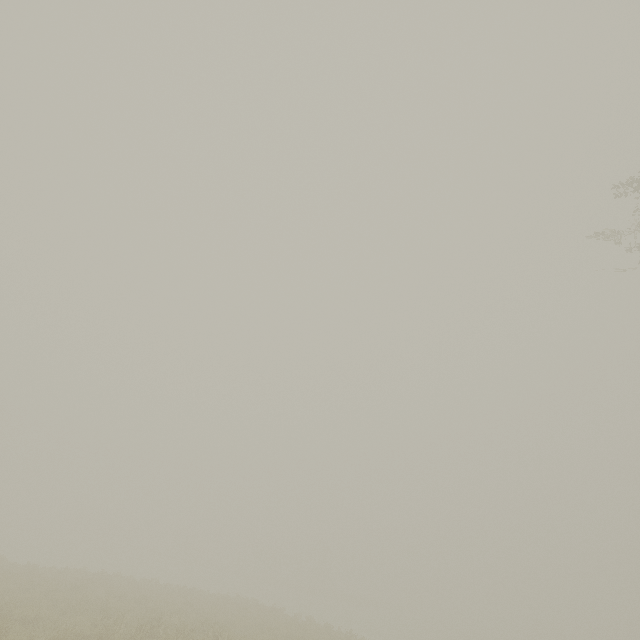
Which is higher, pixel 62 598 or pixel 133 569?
pixel 62 598
